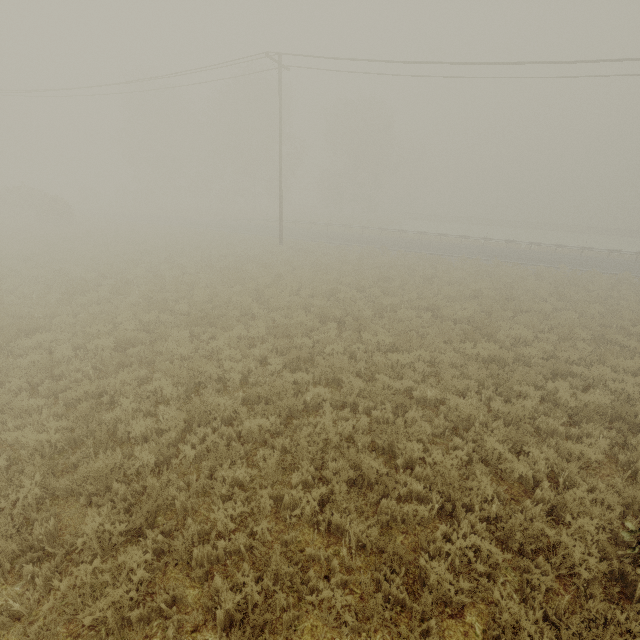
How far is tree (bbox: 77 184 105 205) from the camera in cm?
5175

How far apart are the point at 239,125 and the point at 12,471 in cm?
4683

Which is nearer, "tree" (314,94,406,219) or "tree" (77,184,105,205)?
"tree" (314,94,406,219)

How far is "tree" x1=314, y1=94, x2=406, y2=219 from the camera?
45.2m

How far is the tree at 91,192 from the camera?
51.8m

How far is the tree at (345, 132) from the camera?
45.25m

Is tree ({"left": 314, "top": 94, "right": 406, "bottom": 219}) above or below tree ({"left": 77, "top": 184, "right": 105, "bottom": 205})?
above
